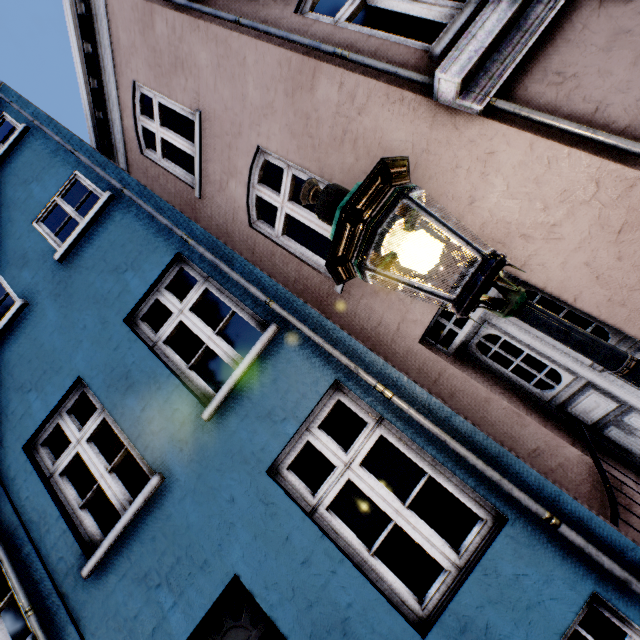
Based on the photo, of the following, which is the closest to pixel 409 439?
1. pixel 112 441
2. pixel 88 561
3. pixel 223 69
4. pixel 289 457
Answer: pixel 289 457

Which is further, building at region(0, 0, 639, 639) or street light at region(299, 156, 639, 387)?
building at region(0, 0, 639, 639)

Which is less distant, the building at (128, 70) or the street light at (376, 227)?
the street light at (376, 227)
